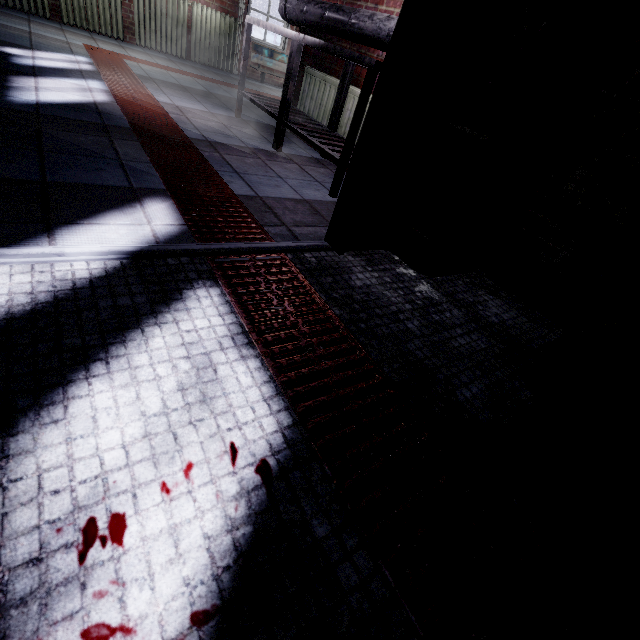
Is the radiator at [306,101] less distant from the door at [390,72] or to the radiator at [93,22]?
the door at [390,72]

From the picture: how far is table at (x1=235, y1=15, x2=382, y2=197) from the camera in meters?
2.1

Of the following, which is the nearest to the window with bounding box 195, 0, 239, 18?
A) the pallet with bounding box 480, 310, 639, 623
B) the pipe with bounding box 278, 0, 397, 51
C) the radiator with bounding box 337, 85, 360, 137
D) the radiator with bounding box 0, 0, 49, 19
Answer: the radiator with bounding box 0, 0, 49, 19

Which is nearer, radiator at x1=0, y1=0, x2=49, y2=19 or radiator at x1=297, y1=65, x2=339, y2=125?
radiator at x1=297, y1=65, x2=339, y2=125

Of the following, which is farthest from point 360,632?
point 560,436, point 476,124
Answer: point 476,124

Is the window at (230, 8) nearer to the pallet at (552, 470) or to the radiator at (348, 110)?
the radiator at (348, 110)

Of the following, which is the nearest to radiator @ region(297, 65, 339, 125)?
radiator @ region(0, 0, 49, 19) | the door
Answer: the door

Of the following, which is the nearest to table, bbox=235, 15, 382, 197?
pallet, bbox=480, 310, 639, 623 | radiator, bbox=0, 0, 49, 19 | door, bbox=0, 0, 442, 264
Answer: door, bbox=0, 0, 442, 264
